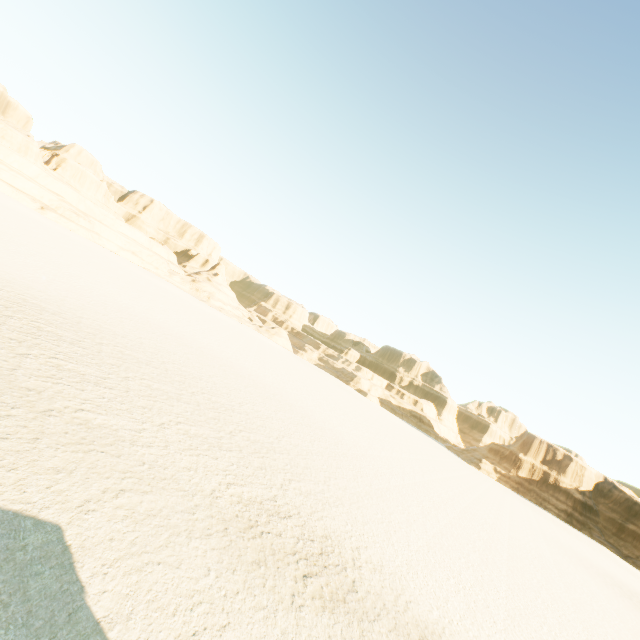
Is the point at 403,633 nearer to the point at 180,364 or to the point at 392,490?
the point at 392,490
